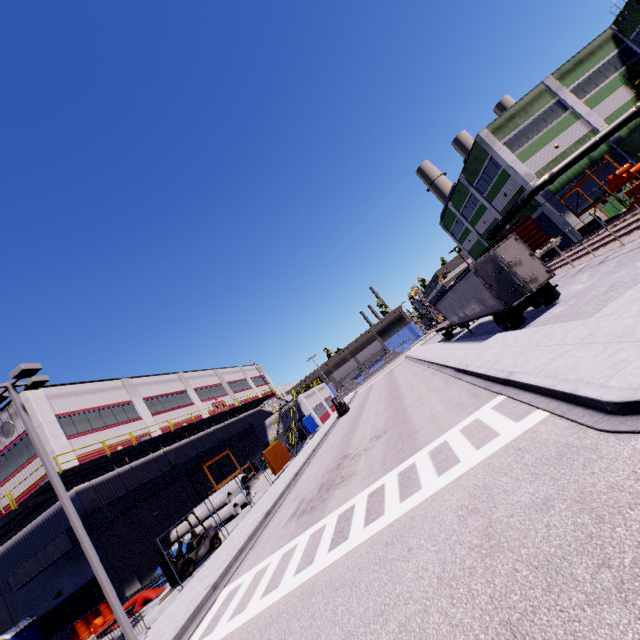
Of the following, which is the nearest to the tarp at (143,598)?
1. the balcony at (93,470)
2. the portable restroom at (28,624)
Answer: the portable restroom at (28,624)

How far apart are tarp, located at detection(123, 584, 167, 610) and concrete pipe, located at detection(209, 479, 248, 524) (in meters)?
4.66

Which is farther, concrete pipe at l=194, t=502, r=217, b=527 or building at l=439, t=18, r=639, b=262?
building at l=439, t=18, r=639, b=262

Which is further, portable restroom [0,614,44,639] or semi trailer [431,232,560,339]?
portable restroom [0,614,44,639]

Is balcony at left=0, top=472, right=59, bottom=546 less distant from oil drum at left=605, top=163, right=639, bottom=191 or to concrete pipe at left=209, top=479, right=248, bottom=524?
concrete pipe at left=209, top=479, right=248, bottom=524

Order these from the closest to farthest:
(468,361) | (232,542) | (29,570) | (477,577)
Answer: (477,577) → (232,542) → (468,361) → (29,570)

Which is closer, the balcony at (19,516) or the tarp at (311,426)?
the balcony at (19,516)

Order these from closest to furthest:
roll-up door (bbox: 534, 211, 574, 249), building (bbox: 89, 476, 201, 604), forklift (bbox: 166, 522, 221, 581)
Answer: forklift (bbox: 166, 522, 221, 581) < building (bbox: 89, 476, 201, 604) < roll-up door (bbox: 534, 211, 574, 249)
